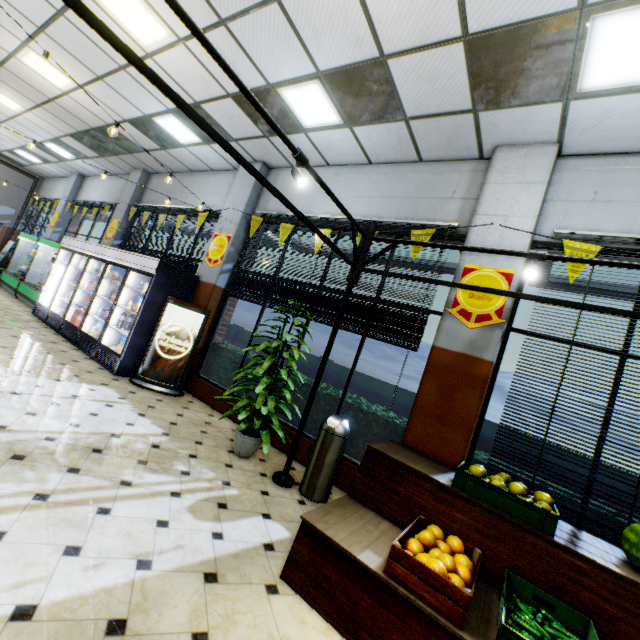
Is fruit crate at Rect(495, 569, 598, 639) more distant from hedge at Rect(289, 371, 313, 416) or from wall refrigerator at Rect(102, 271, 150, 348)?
wall refrigerator at Rect(102, 271, 150, 348)

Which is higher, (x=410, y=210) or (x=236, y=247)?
(x=410, y=210)

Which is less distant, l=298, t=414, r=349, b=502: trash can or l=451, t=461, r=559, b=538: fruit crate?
l=451, t=461, r=559, b=538: fruit crate

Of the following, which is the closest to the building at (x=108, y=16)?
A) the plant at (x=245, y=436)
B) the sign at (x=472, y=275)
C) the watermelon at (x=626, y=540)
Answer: the sign at (x=472, y=275)

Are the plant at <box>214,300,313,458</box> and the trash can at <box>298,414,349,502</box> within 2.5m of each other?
yes

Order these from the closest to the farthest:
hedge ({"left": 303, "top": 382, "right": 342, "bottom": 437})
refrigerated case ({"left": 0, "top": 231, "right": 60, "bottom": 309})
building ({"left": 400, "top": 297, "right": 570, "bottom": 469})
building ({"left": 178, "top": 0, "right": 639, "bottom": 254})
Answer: building ({"left": 178, "top": 0, "right": 639, "bottom": 254}), building ({"left": 400, "top": 297, "right": 570, "bottom": 469}), hedge ({"left": 303, "top": 382, "right": 342, "bottom": 437}), refrigerated case ({"left": 0, "top": 231, "right": 60, "bottom": 309})

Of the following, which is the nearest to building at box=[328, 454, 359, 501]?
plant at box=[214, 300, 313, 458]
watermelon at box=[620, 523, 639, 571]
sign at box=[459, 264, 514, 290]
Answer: sign at box=[459, 264, 514, 290]
